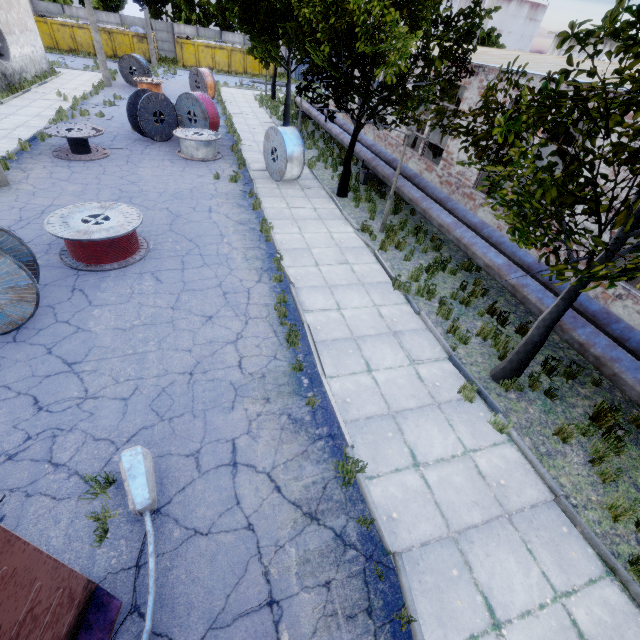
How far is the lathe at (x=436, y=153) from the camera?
16.9m

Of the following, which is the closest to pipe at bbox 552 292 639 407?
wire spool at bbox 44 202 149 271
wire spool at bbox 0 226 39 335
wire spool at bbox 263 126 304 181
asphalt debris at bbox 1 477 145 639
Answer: wire spool at bbox 263 126 304 181

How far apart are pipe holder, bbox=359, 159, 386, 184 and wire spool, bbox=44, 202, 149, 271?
10.2 meters

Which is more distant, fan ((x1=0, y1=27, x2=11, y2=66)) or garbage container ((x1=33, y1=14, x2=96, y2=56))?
garbage container ((x1=33, y1=14, x2=96, y2=56))

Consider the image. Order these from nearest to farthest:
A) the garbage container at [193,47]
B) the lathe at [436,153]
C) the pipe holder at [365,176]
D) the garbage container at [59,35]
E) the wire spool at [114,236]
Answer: the wire spool at [114,236] < the pipe holder at [365,176] < the lathe at [436,153] < the garbage container at [59,35] < the garbage container at [193,47]

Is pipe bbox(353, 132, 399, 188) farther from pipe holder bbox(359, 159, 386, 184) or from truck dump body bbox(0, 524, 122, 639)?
truck dump body bbox(0, 524, 122, 639)

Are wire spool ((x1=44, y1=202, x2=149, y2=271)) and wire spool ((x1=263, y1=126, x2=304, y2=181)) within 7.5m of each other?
yes

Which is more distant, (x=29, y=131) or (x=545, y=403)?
(x=29, y=131)
